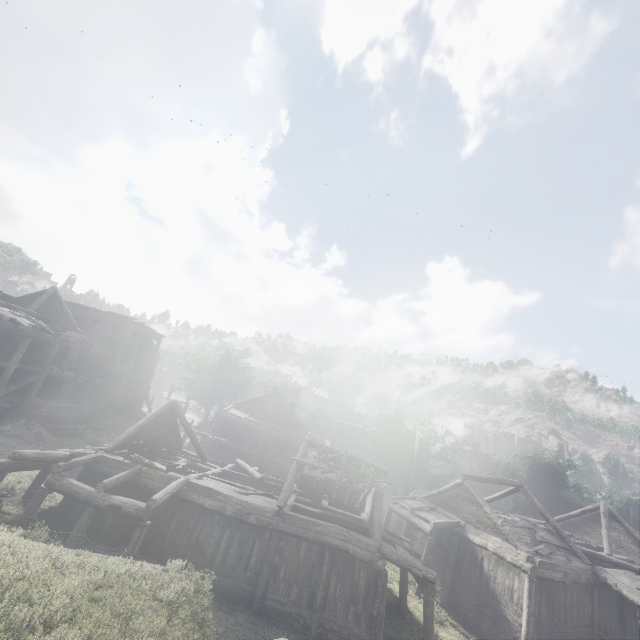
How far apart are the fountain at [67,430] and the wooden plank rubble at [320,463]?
17.81m

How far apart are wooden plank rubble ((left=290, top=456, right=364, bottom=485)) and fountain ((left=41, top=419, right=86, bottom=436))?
17.81m

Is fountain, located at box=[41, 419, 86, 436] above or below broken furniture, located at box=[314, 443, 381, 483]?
below

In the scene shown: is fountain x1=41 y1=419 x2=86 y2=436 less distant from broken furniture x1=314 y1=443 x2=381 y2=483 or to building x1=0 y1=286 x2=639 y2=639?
building x1=0 y1=286 x2=639 y2=639

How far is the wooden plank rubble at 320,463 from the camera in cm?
1631

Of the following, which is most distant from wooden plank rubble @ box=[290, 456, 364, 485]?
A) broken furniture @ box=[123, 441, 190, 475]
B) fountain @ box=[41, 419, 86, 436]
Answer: fountain @ box=[41, 419, 86, 436]

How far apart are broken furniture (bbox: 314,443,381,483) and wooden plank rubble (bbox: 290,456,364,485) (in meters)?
0.03

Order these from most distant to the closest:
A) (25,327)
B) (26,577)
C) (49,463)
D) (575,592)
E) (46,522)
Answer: (25,327), (575,592), (49,463), (46,522), (26,577)
